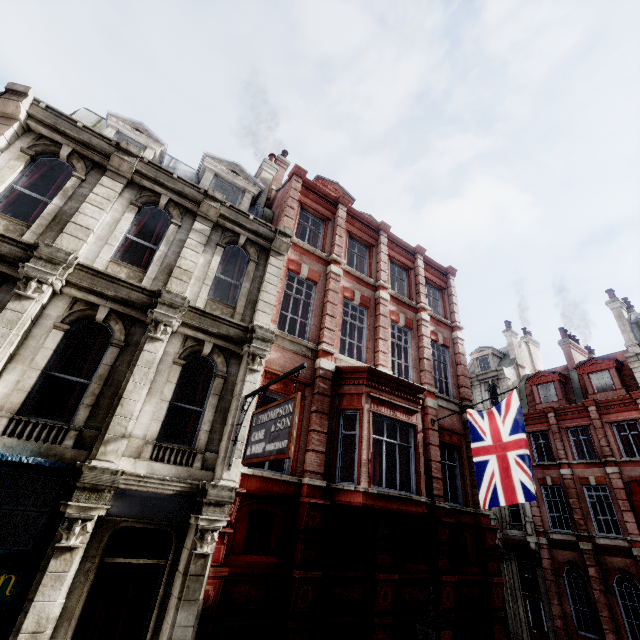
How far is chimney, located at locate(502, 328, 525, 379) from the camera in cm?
2887

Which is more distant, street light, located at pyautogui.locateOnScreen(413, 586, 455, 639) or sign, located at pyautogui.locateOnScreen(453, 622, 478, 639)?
sign, located at pyautogui.locateOnScreen(453, 622, 478, 639)

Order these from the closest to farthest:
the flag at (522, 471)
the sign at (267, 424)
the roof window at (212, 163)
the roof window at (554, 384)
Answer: the sign at (267, 424) → the flag at (522, 471) → the roof window at (212, 163) → the roof window at (554, 384)

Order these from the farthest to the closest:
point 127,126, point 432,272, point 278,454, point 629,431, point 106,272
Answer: point 629,431
point 432,272
point 127,126
point 106,272
point 278,454

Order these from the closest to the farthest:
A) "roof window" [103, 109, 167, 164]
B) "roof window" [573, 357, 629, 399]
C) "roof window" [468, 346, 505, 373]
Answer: "roof window" [103, 109, 167, 164]
"roof window" [573, 357, 629, 399]
"roof window" [468, 346, 505, 373]

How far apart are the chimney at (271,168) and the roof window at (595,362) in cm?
2464

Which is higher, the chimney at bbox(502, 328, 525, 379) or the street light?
the chimney at bbox(502, 328, 525, 379)

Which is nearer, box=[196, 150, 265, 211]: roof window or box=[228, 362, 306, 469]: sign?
box=[228, 362, 306, 469]: sign
